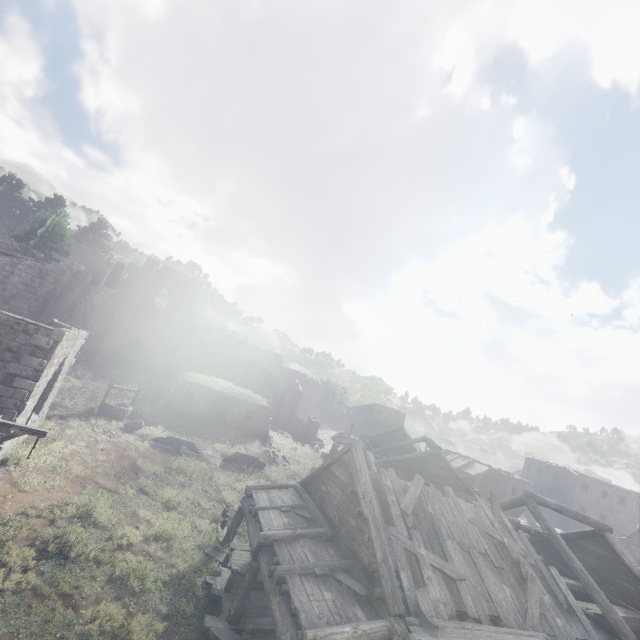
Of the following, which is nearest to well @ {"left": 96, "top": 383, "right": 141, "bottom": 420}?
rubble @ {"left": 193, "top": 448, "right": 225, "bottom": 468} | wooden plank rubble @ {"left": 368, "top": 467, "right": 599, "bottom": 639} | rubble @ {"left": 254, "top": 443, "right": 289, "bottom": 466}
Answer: rubble @ {"left": 193, "top": 448, "right": 225, "bottom": 468}

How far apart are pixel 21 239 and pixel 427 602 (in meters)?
49.24

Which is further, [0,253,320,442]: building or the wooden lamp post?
[0,253,320,442]: building

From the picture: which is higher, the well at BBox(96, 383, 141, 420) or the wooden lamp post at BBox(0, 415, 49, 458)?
the wooden lamp post at BBox(0, 415, 49, 458)

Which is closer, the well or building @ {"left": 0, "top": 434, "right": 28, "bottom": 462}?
building @ {"left": 0, "top": 434, "right": 28, "bottom": 462}

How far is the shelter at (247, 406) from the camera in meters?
26.2

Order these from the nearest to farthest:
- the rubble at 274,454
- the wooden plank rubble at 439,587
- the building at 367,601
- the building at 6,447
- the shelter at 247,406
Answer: the building at 367,601
the wooden plank rubble at 439,587
the building at 6,447
the rubble at 274,454
the shelter at 247,406

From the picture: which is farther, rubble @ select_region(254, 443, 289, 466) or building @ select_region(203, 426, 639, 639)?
rubble @ select_region(254, 443, 289, 466)
